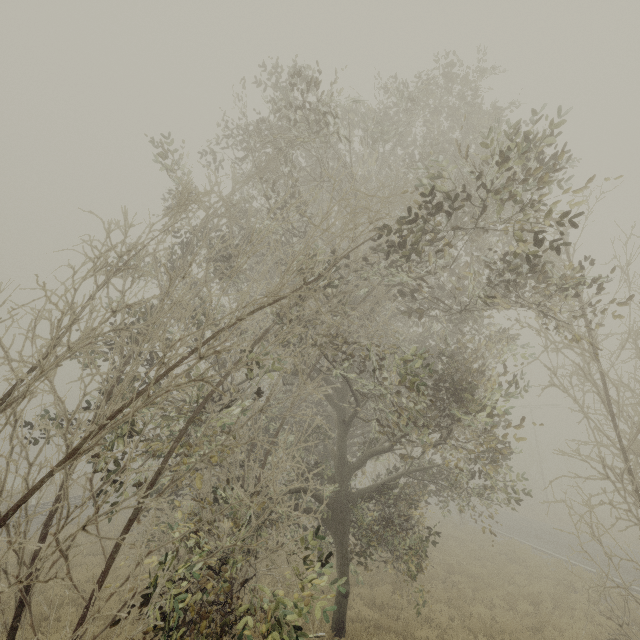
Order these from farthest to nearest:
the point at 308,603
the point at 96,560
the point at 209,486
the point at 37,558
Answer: the point at 96,560 → the point at 209,486 → the point at 308,603 → the point at 37,558
